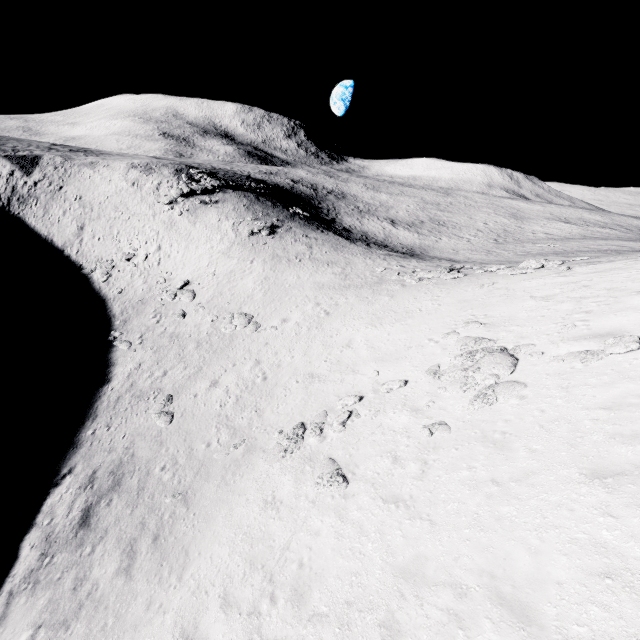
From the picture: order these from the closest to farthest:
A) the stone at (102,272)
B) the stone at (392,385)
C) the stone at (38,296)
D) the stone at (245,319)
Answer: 1. the stone at (392,385)
2. the stone at (245,319)
3. the stone at (38,296)
4. the stone at (102,272)

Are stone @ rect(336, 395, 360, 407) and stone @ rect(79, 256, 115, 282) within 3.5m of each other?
no

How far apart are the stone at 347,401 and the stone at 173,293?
23.14m

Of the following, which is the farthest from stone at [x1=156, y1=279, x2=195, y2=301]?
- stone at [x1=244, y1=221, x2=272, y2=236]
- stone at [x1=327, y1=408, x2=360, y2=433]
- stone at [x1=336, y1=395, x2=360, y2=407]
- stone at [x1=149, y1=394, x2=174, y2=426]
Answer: stone at [x1=327, y1=408, x2=360, y2=433]

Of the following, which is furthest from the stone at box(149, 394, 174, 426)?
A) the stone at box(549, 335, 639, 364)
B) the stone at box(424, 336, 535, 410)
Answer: the stone at box(549, 335, 639, 364)

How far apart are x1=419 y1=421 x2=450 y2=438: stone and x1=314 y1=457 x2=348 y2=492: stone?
3.1m

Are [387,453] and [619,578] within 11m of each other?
yes

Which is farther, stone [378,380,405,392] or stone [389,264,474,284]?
stone [389,264,474,284]
